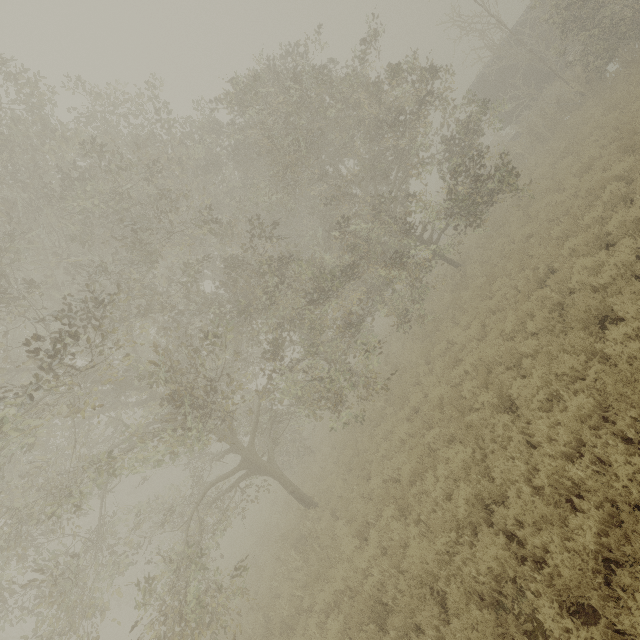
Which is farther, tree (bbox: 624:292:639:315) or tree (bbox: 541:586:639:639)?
tree (bbox: 624:292:639:315)

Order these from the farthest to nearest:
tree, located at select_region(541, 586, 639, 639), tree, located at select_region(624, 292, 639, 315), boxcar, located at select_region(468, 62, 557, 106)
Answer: boxcar, located at select_region(468, 62, 557, 106) < tree, located at select_region(624, 292, 639, 315) < tree, located at select_region(541, 586, 639, 639)

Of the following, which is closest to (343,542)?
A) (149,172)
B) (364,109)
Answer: (149,172)

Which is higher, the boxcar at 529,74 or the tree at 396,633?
the boxcar at 529,74

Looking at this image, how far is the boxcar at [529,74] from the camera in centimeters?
2053cm

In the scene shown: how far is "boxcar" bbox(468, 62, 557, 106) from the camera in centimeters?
2053cm

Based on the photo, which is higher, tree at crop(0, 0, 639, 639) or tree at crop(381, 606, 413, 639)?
tree at crop(0, 0, 639, 639)

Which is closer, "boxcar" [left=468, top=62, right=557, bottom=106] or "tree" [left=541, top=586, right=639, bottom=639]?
"tree" [left=541, top=586, right=639, bottom=639]
